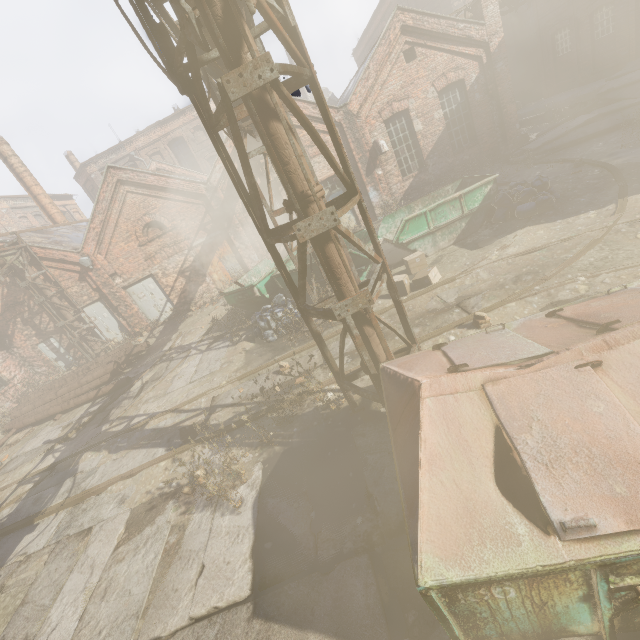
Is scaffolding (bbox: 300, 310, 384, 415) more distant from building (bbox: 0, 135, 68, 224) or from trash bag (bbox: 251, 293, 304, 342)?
building (bbox: 0, 135, 68, 224)

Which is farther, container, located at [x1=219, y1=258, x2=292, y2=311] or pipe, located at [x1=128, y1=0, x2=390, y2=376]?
container, located at [x1=219, y1=258, x2=292, y2=311]

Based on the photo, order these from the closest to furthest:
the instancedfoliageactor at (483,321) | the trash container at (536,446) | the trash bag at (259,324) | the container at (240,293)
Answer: the trash container at (536,446), the instancedfoliageactor at (483,321), the trash bag at (259,324), the container at (240,293)

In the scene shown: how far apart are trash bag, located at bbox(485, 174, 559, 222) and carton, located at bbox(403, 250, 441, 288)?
2.99m

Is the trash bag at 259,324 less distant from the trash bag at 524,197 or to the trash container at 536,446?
the trash container at 536,446

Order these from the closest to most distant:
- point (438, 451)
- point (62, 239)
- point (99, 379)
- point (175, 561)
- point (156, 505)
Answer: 1. point (438, 451)
2. point (175, 561)
3. point (156, 505)
4. point (99, 379)
5. point (62, 239)

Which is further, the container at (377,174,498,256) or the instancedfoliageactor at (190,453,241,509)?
the container at (377,174,498,256)

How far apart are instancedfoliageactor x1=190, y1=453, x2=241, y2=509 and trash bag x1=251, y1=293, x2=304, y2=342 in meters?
4.3 m
